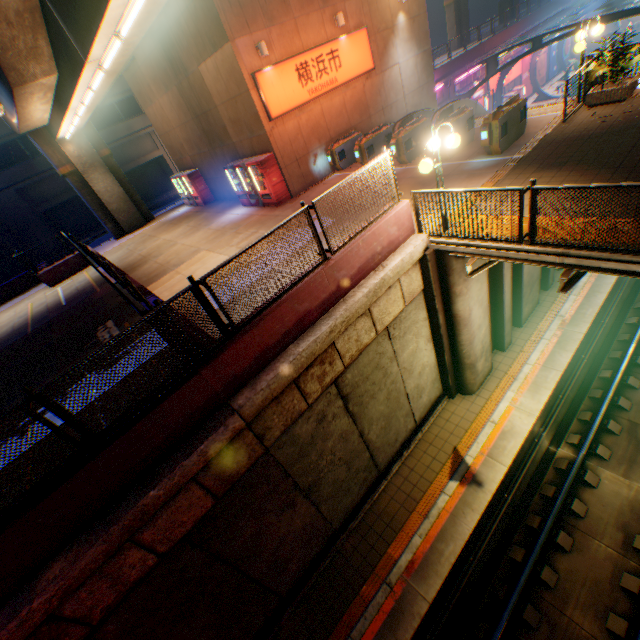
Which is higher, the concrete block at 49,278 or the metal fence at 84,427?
the metal fence at 84,427

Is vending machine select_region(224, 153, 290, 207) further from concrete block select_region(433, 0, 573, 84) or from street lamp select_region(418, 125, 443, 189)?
concrete block select_region(433, 0, 573, 84)

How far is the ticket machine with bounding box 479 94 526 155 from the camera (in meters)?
9.70

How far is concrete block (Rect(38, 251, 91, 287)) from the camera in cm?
1792

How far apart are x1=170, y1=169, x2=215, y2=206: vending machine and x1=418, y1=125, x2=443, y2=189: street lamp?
17.0 meters

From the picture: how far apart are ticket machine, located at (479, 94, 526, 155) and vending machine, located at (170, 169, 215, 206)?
16.3m

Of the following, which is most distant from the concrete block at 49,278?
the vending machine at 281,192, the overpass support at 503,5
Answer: the overpass support at 503,5

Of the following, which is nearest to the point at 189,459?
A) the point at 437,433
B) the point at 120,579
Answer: the point at 120,579
